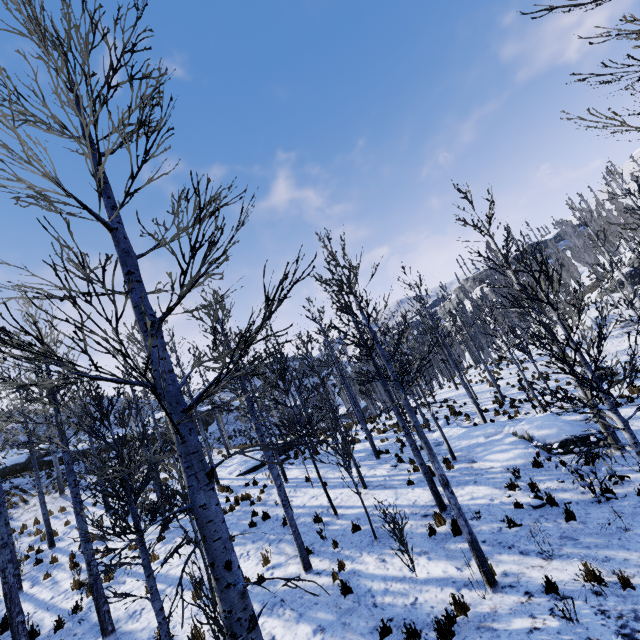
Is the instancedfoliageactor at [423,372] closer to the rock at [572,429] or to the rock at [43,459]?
the rock at [572,429]

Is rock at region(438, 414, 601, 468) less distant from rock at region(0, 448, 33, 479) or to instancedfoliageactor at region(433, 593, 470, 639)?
instancedfoliageactor at region(433, 593, 470, 639)

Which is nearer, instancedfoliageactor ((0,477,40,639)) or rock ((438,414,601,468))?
instancedfoliageactor ((0,477,40,639))

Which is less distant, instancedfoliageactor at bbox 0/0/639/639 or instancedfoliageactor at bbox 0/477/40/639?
instancedfoliageactor at bbox 0/0/639/639

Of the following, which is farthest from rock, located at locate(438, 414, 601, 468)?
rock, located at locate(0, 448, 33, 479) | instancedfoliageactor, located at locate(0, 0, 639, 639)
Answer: rock, located at locate(0, 448, 33, 479)

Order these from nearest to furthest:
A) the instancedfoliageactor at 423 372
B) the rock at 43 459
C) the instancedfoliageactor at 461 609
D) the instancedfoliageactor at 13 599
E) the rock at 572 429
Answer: the instancedfoliageactor at 423 372
the instancedfoliageactor at 461 609
the instancedfoliageactor at 13 599
the rock at 572 429
the rock at 43 459

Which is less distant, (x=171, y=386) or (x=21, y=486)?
(x=171, y=386)
